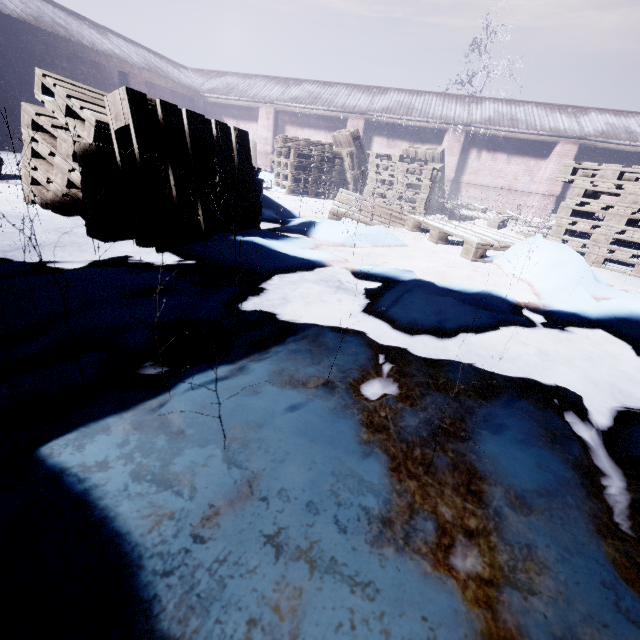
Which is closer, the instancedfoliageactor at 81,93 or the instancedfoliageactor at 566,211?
the instancedfoliageactor at 81,93

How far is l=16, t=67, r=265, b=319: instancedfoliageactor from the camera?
1.8m

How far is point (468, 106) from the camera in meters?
10.6

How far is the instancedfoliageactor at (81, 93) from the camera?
1.8 meters

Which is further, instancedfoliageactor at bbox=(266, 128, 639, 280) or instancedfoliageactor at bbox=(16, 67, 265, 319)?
instancedfoliageactor at bbox=(266, 128, 639, 280)
